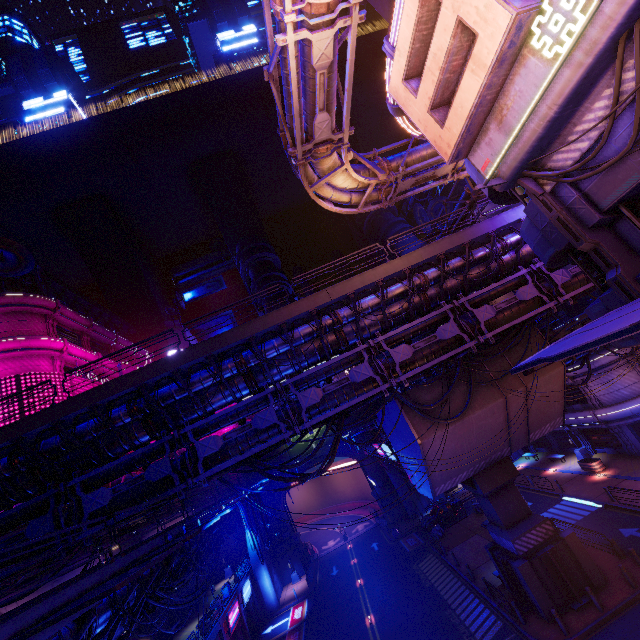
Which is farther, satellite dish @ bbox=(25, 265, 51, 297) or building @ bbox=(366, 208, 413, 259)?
building @ bbox=(366, 208, 413, 259)

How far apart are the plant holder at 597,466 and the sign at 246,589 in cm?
3541

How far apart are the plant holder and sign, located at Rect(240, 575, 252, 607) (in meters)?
35.41

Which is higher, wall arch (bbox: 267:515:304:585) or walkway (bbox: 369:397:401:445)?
walkway (bbox: 369:397:401:445)

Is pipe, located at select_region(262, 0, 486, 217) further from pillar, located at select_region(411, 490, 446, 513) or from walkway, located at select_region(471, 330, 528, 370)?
pillar, located at select_region(411, 490, 446, 513)

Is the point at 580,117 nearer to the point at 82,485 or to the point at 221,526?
the point at 82,485

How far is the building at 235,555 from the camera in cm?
4094

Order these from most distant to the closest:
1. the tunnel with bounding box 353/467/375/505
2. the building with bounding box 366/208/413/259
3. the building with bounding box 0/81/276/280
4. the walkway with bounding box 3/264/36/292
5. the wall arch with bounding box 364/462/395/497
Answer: the building with bounding box 366/208/413/259 < the building with bounding box 0/81/276/280 < the tunnel with bounding box 353/467/375/505 < the wall arch with bounding box 364/462/395/497 < the walkway with bounding box 3/264/36/292
